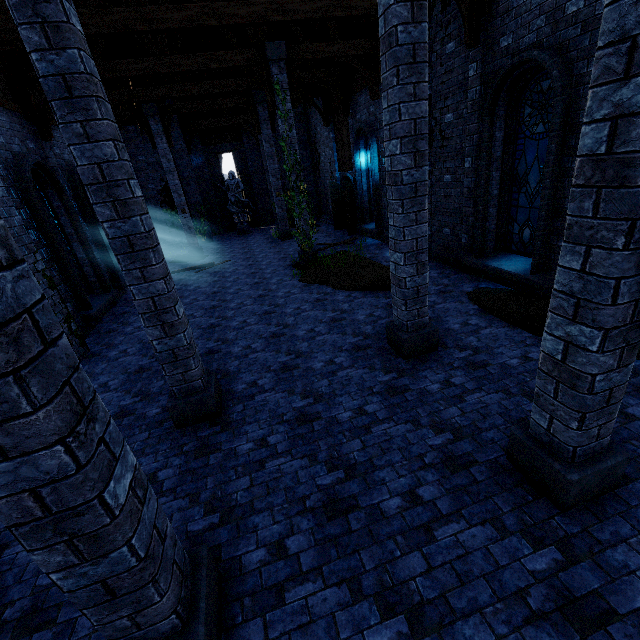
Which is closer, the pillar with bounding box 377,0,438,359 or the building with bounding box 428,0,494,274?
the pillar with bounding box 377,0,438,359

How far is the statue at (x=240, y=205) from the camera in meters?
21.3 m

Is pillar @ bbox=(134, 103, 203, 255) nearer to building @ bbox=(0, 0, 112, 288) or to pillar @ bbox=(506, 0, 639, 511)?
building @ bbox=(0, 0, 112, 288)

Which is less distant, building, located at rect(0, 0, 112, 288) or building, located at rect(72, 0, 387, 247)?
building, located at rect(0, 0, 112, 288)

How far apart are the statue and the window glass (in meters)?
17.51

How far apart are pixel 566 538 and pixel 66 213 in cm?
1323

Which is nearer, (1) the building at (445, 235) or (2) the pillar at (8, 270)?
(2) the pillar at (8, 270)

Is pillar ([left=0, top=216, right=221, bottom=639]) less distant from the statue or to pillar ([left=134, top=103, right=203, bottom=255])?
pillar ([left=134, top=103, right=203, bottom=255])
